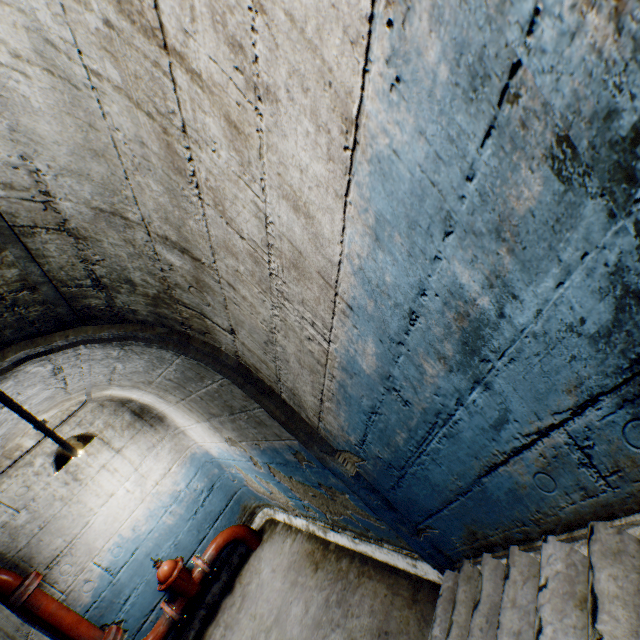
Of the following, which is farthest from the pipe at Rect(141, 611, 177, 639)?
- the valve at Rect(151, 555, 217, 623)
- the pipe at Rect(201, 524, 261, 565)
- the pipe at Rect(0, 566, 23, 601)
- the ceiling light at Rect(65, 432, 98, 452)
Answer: the ceiling light at Rect(65, 432, 98, 452)

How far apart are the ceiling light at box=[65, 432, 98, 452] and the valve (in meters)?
1.58

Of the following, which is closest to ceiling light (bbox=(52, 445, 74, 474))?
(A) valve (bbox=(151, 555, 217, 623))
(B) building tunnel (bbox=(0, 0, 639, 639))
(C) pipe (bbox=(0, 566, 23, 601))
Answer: (B) building tunnel (bbox=(0, 0, 639, 639))

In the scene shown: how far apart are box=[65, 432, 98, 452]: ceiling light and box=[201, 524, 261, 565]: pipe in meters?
2.1 m

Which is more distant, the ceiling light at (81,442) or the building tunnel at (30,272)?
the ceiling light at (81,442)

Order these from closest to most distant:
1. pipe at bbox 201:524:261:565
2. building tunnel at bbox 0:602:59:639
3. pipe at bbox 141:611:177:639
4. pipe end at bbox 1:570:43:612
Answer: Result:
1. building tunnel at bbox 0:602:59:639
2. pipe end at bbox 1:570:43:612
3. pipe at bbox 141:611:177:639
4. pipe at bbox 201:524:261:565

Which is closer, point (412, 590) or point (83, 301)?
point (83, 301)

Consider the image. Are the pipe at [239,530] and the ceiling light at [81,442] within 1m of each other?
no
